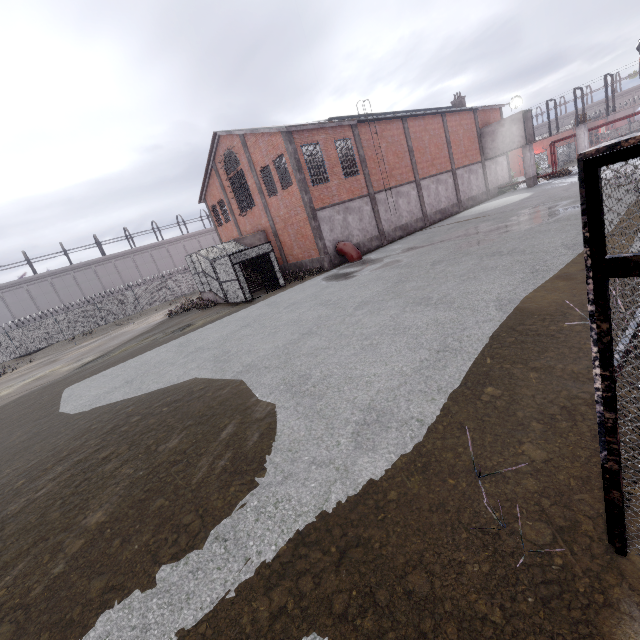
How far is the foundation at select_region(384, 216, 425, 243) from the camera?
25.7 meters

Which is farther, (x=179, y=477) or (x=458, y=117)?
(x=458, y=117)

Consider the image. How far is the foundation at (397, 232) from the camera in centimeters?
2567cm

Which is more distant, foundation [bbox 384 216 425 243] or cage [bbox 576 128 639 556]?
foundation [bbox 384 216 425 243]

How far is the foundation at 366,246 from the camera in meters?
23.8

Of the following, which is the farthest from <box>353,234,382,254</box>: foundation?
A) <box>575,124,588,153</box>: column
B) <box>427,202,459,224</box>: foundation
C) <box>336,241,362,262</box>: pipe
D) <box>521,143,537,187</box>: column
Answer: <box>575,124,588,153</box>: column

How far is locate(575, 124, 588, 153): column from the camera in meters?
28.0

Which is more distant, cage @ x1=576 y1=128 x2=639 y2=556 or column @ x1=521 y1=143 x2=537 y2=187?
column @ x1=521 y1=143 x2=537 y2=187
